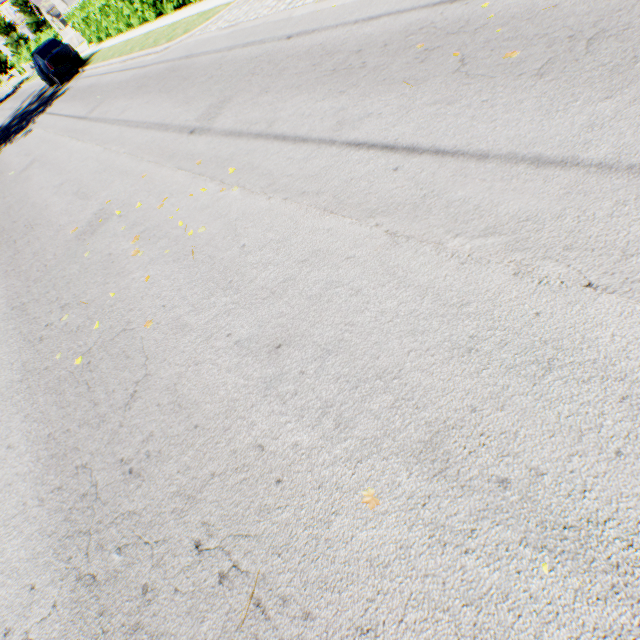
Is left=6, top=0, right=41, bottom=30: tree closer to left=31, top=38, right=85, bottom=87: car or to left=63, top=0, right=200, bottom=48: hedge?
left=63, top=0, right=200, bottom=48: hedge

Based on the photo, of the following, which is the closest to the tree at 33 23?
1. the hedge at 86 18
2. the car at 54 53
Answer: the hedge at 86 18

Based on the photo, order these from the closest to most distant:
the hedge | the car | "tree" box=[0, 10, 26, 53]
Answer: the hedge
the car
"tree" box=[0, 10, 26, 53]

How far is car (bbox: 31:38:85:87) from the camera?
17.06m

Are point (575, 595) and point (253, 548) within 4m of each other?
yes

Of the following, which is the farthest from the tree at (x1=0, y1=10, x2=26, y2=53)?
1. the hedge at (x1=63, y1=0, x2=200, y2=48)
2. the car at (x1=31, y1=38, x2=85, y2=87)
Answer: the car at (x1=31, y1=38, x2=85, y2=87)
